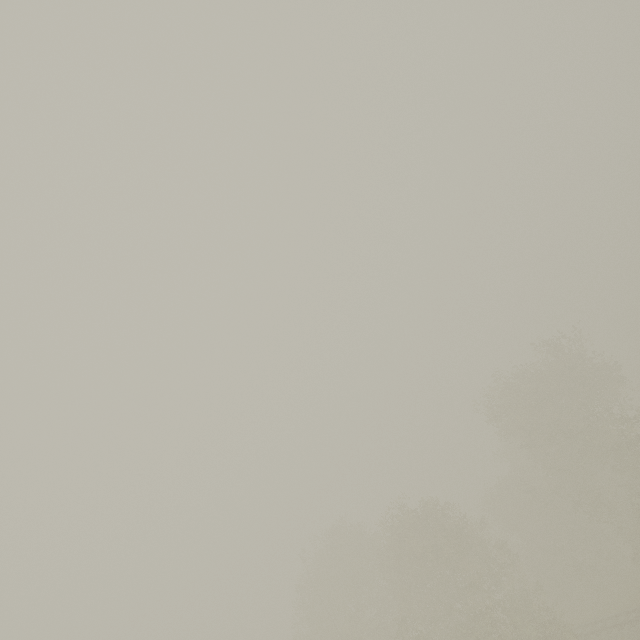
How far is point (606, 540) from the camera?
32.09m
